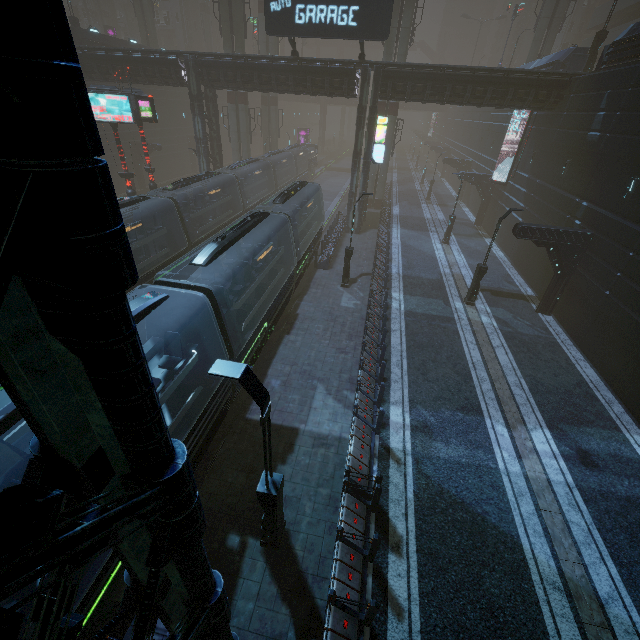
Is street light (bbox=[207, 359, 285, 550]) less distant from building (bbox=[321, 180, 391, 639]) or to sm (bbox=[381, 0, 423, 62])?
building (bbox=[321, 180, 391, 639])

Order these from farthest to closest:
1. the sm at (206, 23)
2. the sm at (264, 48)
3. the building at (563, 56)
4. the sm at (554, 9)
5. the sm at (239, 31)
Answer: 1. the sm at (206, 23)
2. the sm at (264, 48)
3. the sm at (554, 9)
4. the sm at (239, 31)
5. the building at (563, 56)

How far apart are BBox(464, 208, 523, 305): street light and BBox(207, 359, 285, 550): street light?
15.71m

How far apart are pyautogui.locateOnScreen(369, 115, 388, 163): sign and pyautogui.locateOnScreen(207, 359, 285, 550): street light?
24.8m

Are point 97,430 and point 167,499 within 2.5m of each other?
yes

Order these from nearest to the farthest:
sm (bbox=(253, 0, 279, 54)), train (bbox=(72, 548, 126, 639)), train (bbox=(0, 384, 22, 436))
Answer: train (bbox=(0, 384, 22, 436))
train (bbox=(72, 548, 126, 639))
sm (bbox=(253, 0, 279, 54))

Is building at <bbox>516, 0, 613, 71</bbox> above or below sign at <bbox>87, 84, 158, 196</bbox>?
above

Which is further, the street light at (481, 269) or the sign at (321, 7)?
the sign at (321, 7)
